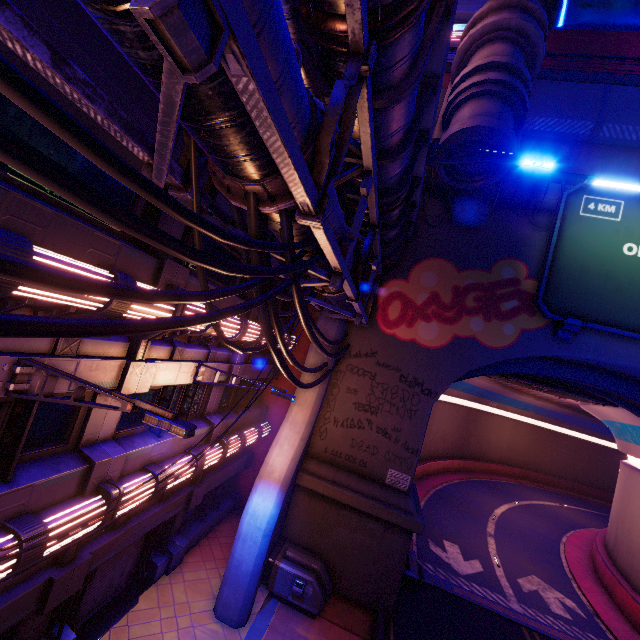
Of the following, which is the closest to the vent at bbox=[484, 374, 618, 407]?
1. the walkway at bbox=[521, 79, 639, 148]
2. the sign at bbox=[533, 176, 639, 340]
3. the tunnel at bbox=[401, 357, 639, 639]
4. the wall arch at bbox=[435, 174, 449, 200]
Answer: the tunnel at bbox=[401, 357, 639, 639]

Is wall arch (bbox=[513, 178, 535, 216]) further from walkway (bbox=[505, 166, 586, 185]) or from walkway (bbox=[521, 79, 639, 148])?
walkway (bbox=[521, 79, 639, 148])

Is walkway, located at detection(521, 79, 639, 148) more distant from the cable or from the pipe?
the cable

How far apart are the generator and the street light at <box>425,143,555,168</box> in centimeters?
1420cm

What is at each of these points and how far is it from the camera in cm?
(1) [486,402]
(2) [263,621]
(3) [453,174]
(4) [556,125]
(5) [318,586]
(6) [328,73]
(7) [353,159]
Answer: (1) tunnel, 4081
(2) beam, 1061
(3) building, 1222
(4) walkway, 1575
(5) generator, 1141
(6) walkway, 515
(7) walkway, 672

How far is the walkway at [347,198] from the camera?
7.89m

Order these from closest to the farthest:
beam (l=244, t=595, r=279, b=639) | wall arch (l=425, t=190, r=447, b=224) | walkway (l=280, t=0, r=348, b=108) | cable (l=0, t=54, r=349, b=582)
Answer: cable (l=0, t=54, r=349, b=582) → walkway (l=280, t=0, r=348, b=108) → beam (l=244, t=595, r=279, b=639) → wall arch (l=425, t=190, r=447, b=224)

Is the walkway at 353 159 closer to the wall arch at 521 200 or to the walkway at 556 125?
the wall arch at 521 200
